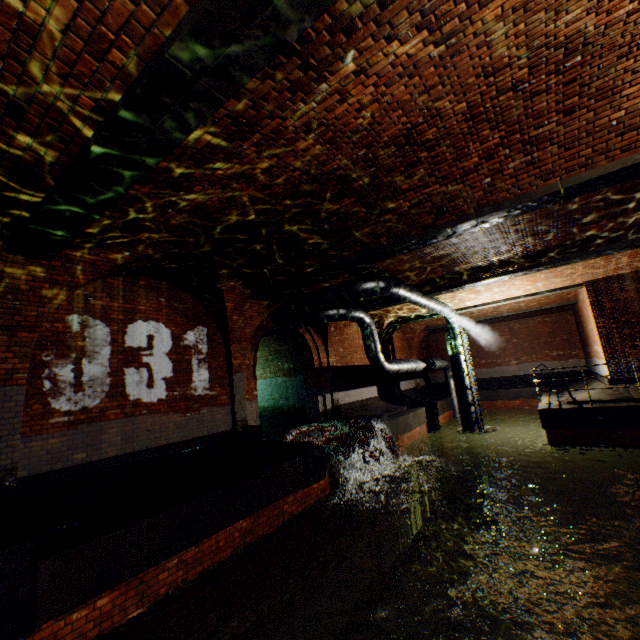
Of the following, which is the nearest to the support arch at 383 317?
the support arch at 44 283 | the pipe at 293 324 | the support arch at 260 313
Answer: the pipe at 293 324

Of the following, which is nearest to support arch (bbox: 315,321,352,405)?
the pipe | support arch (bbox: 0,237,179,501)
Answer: the pipe

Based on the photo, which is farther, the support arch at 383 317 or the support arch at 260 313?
the support arch at 383 317

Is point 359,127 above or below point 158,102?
above

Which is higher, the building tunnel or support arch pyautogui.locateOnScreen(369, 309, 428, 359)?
support arch pyautogui.locateOnScreen(369, 309, 428, 359)

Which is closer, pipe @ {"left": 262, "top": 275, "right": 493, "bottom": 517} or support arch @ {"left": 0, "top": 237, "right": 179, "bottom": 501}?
support arch @ {"left": 0, "top": 237, "right": 179, "bottom": 501}

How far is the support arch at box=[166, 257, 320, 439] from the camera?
8.03m

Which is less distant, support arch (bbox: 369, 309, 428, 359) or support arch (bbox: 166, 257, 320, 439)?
support arch (bbox: 166, 257, 320, 439)
